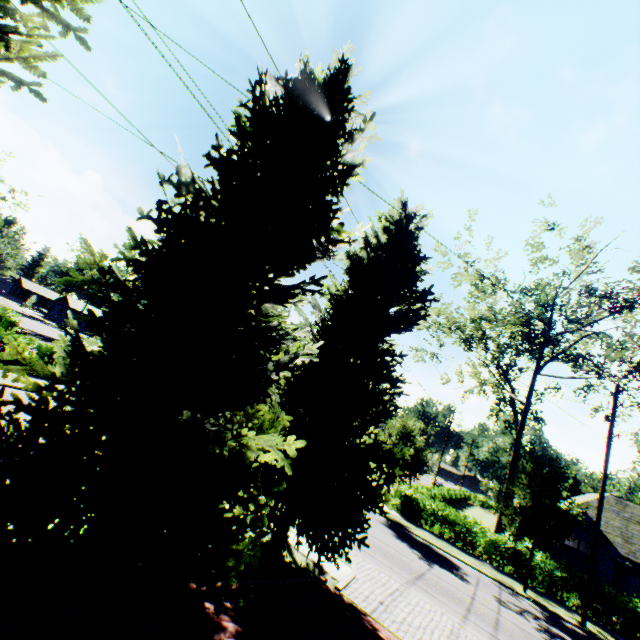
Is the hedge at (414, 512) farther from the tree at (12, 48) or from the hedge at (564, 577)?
the hedge at (564, 577)

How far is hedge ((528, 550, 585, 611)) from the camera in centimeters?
1731cm

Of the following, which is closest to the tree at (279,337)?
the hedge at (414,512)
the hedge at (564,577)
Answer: the hedge at (414,512)

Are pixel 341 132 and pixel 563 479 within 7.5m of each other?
no

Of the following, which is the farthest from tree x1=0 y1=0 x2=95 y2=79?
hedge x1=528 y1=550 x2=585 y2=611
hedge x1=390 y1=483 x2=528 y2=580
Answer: hedge x1=528 y1=550 x2=585 y2=611

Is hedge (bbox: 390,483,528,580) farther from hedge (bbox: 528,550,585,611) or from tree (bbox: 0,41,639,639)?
hedge (bbox: 528,550,585,611)
